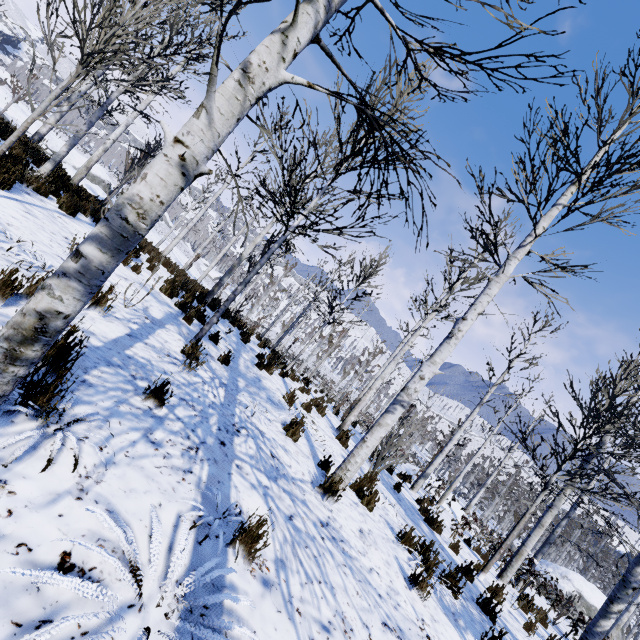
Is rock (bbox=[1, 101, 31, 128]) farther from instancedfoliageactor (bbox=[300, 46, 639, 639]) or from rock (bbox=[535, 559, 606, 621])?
rock (bbox=[535, 559, 606, 621])

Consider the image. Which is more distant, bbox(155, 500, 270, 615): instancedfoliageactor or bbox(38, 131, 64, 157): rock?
bbox(38, 131, 64, 157): rock

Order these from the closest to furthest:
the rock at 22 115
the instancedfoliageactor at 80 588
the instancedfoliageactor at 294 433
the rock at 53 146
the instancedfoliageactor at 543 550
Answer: the instancedfoliageactor at 80 588, the instancedfoliageactor at 543 550, the instancedfoliageactor at 294 433, the rock at 22 115, the rock at 53 146

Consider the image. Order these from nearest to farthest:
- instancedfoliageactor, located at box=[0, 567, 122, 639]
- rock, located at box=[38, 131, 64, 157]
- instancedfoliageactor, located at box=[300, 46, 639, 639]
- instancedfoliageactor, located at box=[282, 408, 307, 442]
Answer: instancedfoliageactor, located at box=[0, 567, 122, 639] < instancedfoliageactor, located at box=[300, 46, 639, 639] < instancedfoliageactor, located at box=[282, 408, 307, 442] < rock, located at box=[38, 131, 64, 157]

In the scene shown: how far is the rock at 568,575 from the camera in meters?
25.9 m

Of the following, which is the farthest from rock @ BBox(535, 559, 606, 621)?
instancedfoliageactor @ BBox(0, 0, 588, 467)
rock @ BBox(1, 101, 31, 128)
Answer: rock @ BBox(1, 101, 31, 128)

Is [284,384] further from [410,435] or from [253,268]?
[410,435]
